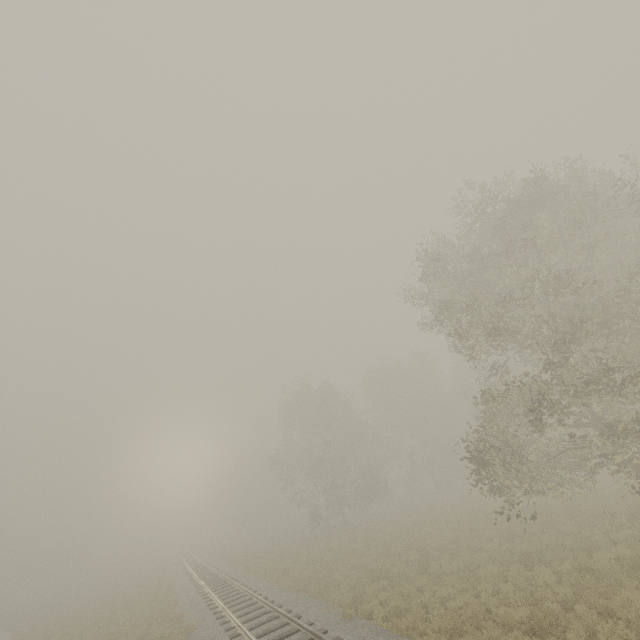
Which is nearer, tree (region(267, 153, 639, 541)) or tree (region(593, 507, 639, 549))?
tree (region(593, 507, 639, 549))

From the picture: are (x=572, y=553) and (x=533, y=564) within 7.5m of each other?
yes

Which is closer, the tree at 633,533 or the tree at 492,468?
the tree at 633,533

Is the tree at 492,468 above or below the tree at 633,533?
above

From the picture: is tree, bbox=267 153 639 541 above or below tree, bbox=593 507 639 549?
above
